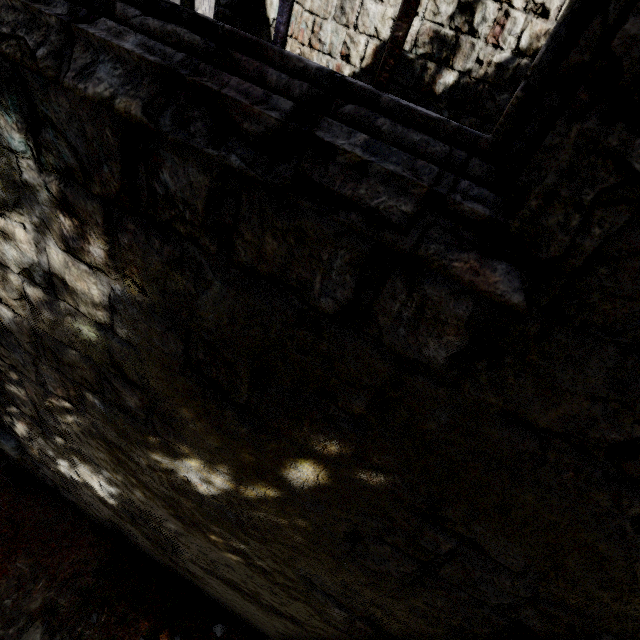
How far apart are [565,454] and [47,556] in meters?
5.9
